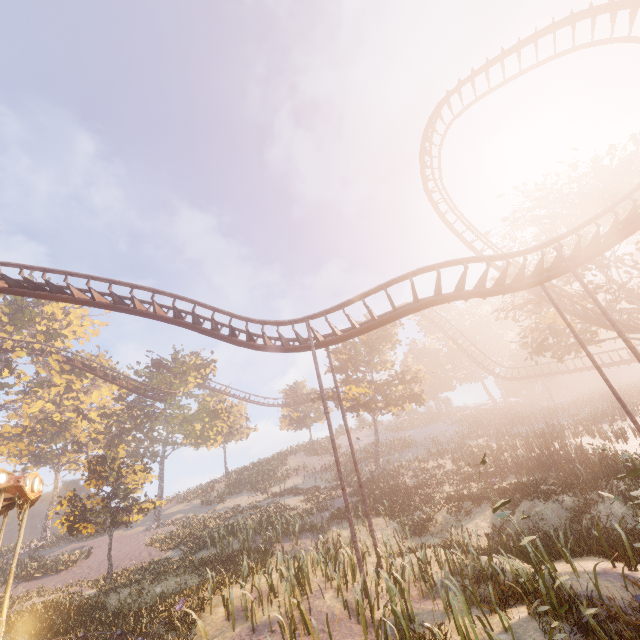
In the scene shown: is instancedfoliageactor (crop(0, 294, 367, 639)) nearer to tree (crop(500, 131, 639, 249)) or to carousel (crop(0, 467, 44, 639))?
carousel (crop(0, 467, 44, 639))

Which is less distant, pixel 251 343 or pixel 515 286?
pixel 515 286

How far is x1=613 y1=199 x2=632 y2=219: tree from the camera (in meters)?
21.64

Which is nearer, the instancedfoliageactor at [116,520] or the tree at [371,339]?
the instancedfoliageactor at [116,520]

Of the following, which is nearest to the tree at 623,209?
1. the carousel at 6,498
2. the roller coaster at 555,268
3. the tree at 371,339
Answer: the roller coaster at 555,268

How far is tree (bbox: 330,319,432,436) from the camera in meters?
30.0

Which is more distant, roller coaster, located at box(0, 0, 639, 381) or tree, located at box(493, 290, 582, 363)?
tree, located at box(493, 290, 582, 363)
